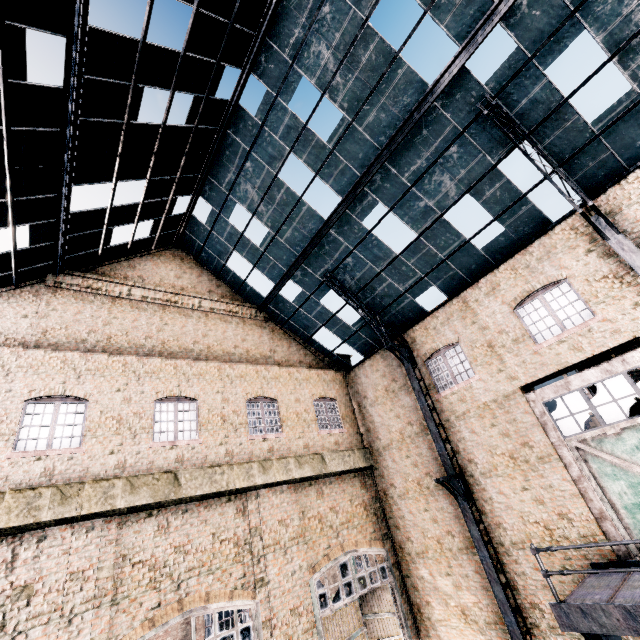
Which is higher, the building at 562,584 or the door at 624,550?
the door at 624,550

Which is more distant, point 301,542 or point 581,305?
point 301,542

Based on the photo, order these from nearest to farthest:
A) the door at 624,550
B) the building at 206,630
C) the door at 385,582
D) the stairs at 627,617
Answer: the stairs at 627,617
the door at 624,550
the door at 385,582
the building at 206,630

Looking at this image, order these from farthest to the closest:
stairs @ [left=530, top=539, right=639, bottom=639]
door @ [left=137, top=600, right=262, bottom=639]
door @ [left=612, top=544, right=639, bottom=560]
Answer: door @ [left=137, top=600, right=262, bottom=639], door @ [left=612, top=544, right=639, bottom=560], stairs @ [left=530, top=539, right=639, bottom=639]

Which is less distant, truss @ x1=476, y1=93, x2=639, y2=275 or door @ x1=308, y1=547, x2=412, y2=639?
truss @ x1=476, y1=93, x2=639, y2=275

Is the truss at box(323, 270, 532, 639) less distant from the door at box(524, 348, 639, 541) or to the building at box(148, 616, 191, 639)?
the door at box(524, 348, 639, 541)

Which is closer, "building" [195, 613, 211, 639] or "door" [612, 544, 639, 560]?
"door" [612, 544, 639, 560]

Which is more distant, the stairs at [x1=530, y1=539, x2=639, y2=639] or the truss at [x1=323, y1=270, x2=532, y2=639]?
the truss at [x1=323, y1=270, x2=532, y2=639]
